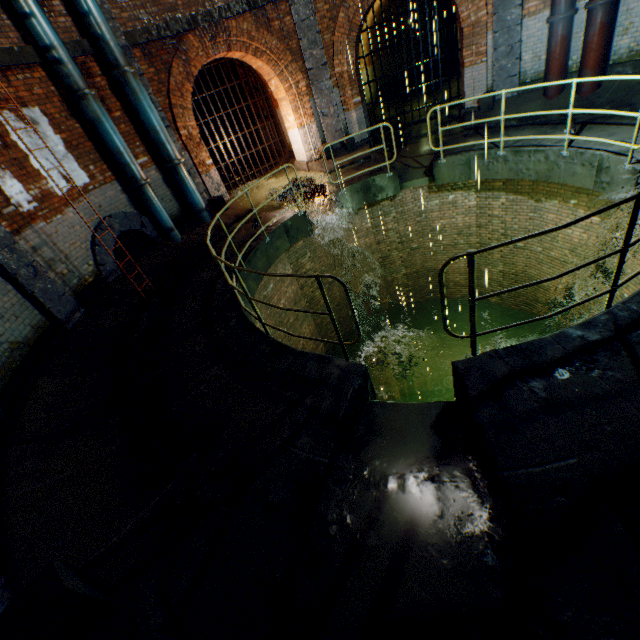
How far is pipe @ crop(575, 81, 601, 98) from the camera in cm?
796

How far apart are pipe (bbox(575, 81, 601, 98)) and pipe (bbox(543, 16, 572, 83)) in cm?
33

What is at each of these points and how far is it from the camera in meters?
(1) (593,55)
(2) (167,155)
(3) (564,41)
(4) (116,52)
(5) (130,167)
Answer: (1) pipe, 7.6
(2) pipe, 8.8
(3) pipe, 8.0
(4) pipe, 7.5
(5) pipe, 8.0

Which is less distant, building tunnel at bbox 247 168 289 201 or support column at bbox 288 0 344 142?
support column at bbox 288 0 344 142

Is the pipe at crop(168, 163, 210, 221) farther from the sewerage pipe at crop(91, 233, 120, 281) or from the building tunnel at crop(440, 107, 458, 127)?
the building tunnel at crop(440, 107, 458, 127)

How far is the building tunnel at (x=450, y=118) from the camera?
11.5m

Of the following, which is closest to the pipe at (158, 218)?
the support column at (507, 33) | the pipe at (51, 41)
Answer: the pipe at (51, 41)

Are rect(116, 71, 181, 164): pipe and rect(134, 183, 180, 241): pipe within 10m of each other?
yes
